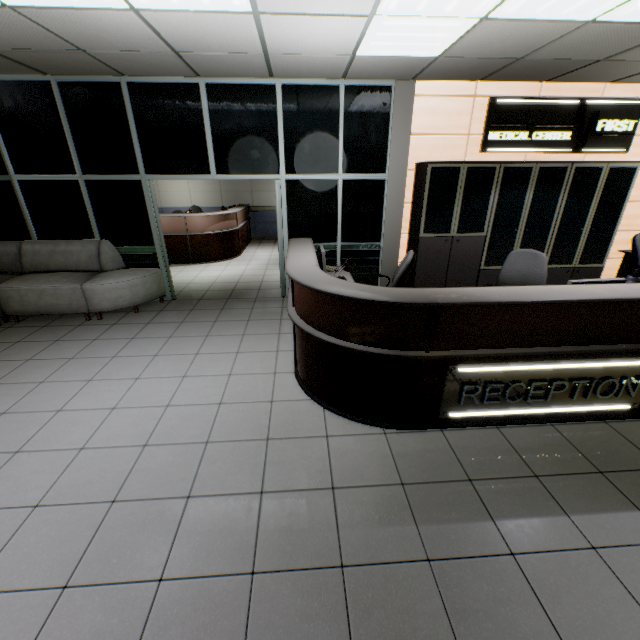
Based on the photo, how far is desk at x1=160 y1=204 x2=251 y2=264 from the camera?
7.8m

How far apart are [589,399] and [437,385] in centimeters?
139cm

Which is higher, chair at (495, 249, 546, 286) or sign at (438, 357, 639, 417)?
chair at (495, 249, 546, 286)

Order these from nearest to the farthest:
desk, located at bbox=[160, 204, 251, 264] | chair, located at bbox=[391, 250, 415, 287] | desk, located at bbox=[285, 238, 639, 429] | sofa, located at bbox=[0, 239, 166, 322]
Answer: desk, located at bbox=[285, 238, 639, 429], chair, located at bbox=[391, 250, 415, 287], sofa, located at bbox=[0, 239, 166, 322], desk, located at bbox=[160, 204, 251, 264]

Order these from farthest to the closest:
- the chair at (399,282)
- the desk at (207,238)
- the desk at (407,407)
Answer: the desk at (207,238) < the chair at (399,282) < the desk at (407,407)

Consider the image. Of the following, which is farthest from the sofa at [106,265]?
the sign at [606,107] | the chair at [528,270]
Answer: the sign at [606,107]

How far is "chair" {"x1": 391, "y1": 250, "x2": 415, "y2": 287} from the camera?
3.69m

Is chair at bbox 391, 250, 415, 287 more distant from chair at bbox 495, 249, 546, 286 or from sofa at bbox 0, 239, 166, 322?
sofa at bbox 0, 239, 166, 322
